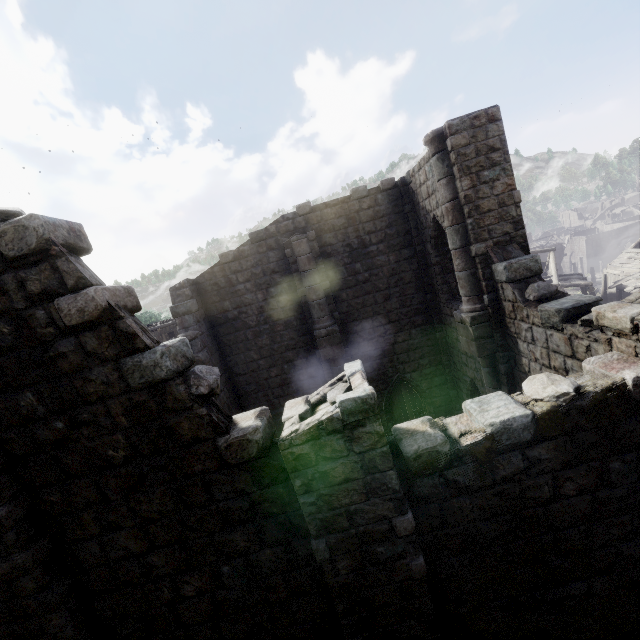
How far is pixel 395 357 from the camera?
13.9m
